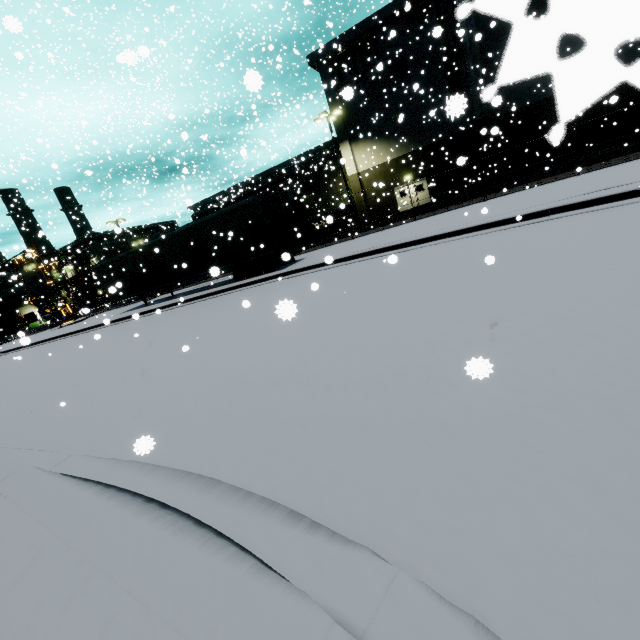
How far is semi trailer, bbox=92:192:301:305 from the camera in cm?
1556

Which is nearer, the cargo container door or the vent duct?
the vent duct

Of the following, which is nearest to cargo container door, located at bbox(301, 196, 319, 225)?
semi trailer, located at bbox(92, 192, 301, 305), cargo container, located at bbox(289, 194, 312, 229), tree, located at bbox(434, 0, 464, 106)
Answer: cargo container, located at bbox(289, 194, 312, 229)

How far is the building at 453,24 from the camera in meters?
22.3

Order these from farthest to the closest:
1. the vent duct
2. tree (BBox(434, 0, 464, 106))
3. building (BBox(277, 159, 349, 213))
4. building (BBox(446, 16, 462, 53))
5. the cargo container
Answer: building (BBox(277, 159, 349, 213)) < the cargo container < building (BBox(446, 16, 462, 53)) < the vent duct < tree (BBox(434, 0, 464, 106))

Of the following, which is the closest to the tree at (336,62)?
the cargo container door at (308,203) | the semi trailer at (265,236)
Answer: the cargo container door at (308,203)

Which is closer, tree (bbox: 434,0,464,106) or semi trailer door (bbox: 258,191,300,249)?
tree (bbox: 434,0,464,106)

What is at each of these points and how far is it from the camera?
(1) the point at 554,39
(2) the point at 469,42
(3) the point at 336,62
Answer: (1) building, 0.2m
(2) vent duct, 23.6m
(3) tree, 29.0m
